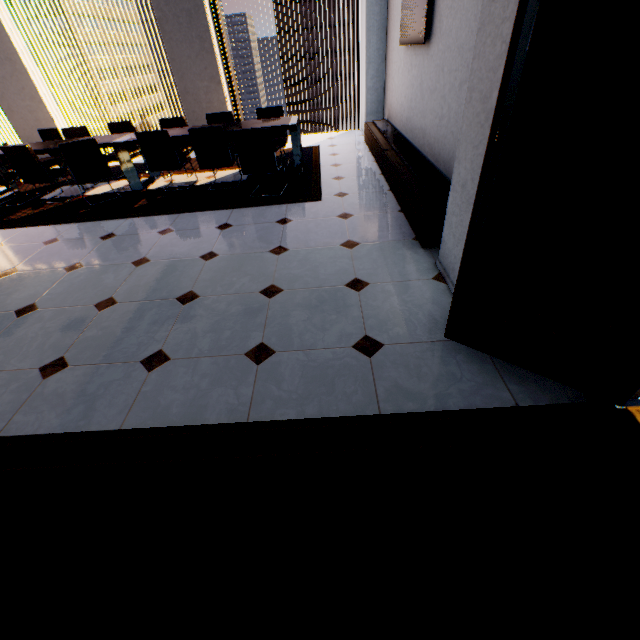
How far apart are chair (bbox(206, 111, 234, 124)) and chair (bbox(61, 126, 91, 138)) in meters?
2.1 m

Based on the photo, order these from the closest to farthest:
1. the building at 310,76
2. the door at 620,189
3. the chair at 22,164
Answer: the door at 620,189 < the chair at 22,164 < the building at 310,76

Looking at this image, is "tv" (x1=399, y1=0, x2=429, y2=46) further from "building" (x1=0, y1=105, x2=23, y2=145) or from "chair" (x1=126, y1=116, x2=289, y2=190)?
"building" (x1=0, y1=105, x2=23, y2=145)

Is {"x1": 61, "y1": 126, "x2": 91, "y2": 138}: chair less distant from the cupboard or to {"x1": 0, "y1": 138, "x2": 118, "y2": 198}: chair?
{"x1": 0, "y1": 138, "x2": 118, "y2": 198}: chair

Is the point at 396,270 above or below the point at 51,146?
below

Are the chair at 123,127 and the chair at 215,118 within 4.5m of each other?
yes

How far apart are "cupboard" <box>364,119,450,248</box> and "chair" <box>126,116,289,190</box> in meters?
2.3 m

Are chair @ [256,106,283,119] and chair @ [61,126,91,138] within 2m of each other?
no
